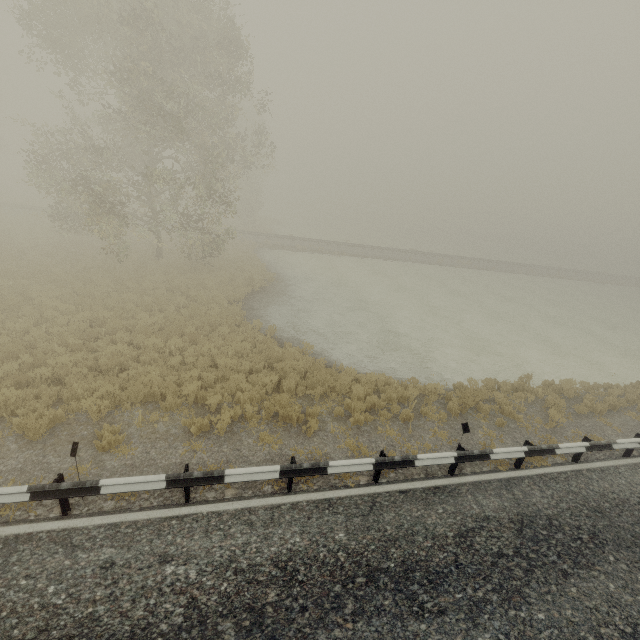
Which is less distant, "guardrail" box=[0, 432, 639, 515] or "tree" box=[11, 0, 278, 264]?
"guardrail" box=[0, 432, 639, 515]

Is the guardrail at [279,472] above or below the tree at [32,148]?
below

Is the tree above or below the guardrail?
above

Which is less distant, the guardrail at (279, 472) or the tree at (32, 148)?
the guardrail at (279, 472)

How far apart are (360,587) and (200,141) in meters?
20.0
